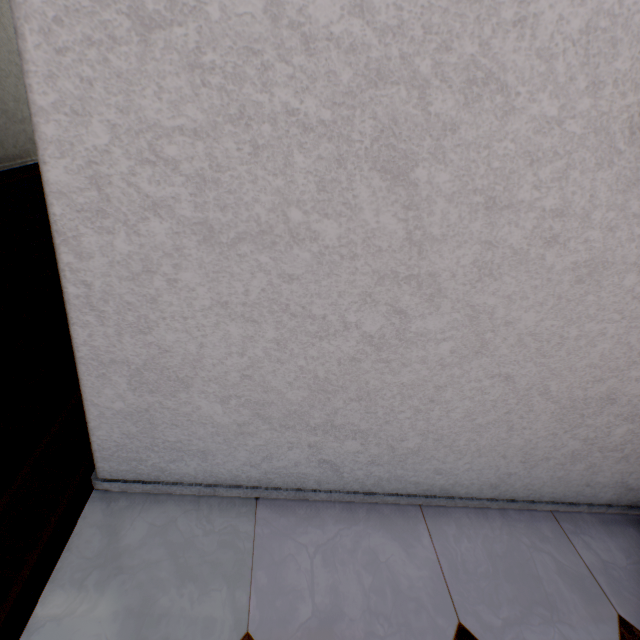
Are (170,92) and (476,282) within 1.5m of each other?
yes
